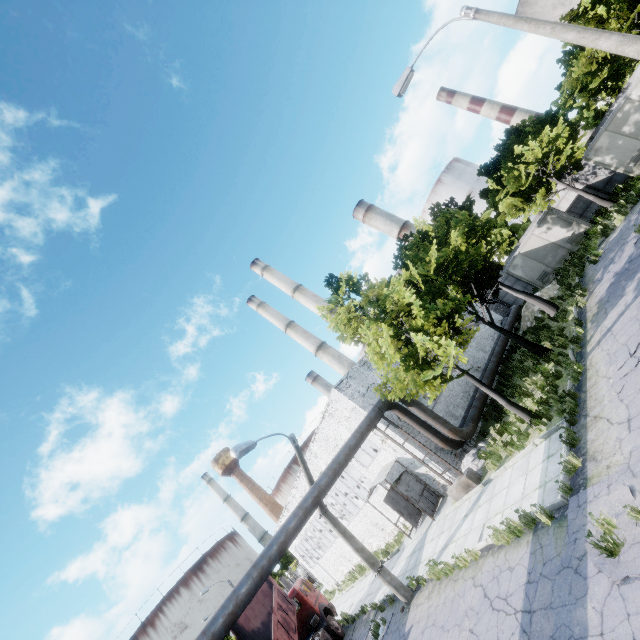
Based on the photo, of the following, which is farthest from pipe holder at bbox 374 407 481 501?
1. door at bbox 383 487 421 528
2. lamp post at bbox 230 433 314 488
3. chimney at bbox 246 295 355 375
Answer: chimney at bbox 246 295 355 375

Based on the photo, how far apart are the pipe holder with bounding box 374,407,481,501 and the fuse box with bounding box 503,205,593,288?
19.06m

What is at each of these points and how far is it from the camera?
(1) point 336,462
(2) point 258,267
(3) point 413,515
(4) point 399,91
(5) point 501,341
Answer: (1) pipe, 13.0m
(2) chimney, 47.5m
(3) door, 18.4m
(4) lamp post, 11.1m
(5) pipe, 22.3m

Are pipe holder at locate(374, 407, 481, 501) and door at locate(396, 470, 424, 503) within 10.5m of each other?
yes

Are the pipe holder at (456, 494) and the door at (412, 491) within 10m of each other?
yes

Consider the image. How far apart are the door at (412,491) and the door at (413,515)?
1.7 meters

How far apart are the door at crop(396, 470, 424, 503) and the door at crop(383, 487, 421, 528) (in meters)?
1.70

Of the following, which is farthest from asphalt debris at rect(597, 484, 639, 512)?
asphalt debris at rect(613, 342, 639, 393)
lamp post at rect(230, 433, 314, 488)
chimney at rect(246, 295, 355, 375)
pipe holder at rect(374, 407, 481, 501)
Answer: chimney at rect(246, 295, 355, 375)
